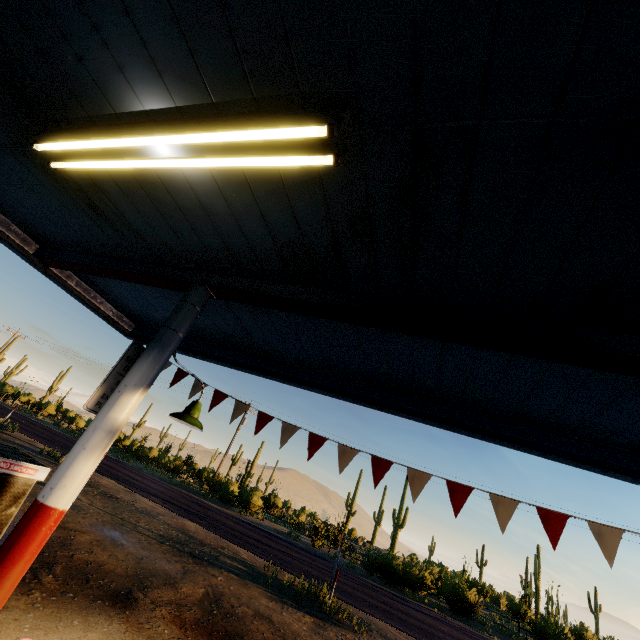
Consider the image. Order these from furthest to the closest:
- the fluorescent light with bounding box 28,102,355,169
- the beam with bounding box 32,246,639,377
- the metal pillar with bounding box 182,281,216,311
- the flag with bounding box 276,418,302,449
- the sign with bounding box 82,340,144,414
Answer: the flag with bounding box 276,418,302,449, the metal pillar with bounding box 182,281,216,311, the sign with bounding box 82,340,144,414, the beam with bounding box 32,246,639,377, the fluorescent light with bounding box 28,102,355,169

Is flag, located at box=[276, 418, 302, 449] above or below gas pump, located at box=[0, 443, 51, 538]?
above

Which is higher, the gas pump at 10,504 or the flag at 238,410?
the flag at 238,410

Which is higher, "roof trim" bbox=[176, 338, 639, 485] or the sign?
"roof trim" bbox=[176, 338, 639, 485]

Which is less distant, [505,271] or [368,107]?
[368,107]

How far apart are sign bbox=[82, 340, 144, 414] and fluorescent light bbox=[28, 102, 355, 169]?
1.7m

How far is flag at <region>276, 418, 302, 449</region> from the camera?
5.0m

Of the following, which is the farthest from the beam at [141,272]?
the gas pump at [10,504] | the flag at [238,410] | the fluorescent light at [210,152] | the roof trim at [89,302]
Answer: the gas pump at [10,504]
